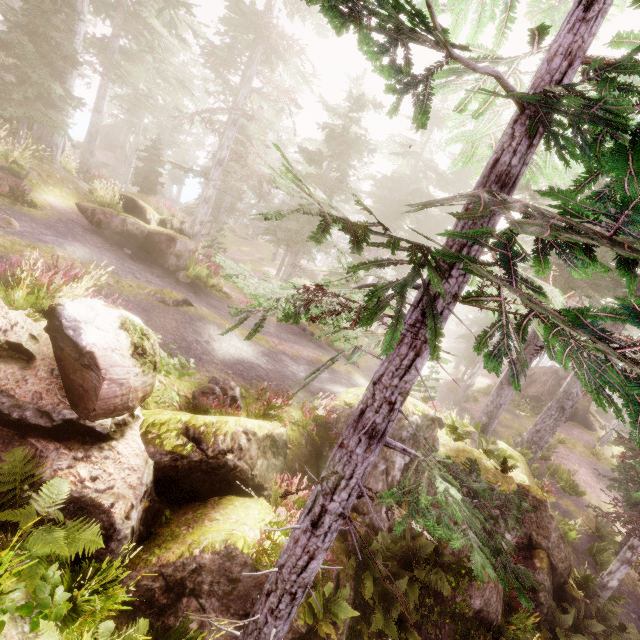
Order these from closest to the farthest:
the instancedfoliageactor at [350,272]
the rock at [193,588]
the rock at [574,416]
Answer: the instancedfoliageactor at [350,272] → the rock at [193,588] → the rock at [574,416]

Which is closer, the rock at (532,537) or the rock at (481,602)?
the rock at (481,602)

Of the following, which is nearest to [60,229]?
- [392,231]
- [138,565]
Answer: [138,565]

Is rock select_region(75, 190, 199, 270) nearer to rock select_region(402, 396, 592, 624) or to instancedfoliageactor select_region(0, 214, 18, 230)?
instancedfoliageactor select_region(0, 214, 18, 230)

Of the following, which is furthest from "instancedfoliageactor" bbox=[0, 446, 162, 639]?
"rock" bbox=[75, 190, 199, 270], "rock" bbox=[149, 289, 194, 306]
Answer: "rock" bbox=[149, 289, 194, 306]

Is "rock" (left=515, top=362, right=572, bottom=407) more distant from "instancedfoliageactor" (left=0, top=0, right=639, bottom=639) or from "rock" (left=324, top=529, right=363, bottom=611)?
"rock" (left=324, top=529, right=363, bottom=611)

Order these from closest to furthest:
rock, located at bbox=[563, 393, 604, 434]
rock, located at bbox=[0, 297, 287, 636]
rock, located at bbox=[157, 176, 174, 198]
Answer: rock, located at bbox=[0, 297, 287, 636]
rock, located at bbox=[563, 393, 604, 434]
rock, located at bbox=[157, 176, 174, 198]

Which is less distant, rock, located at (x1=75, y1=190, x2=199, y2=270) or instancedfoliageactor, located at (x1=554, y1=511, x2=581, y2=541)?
rock, located at (x1=75, y1=190, x2=199, y2=270)
